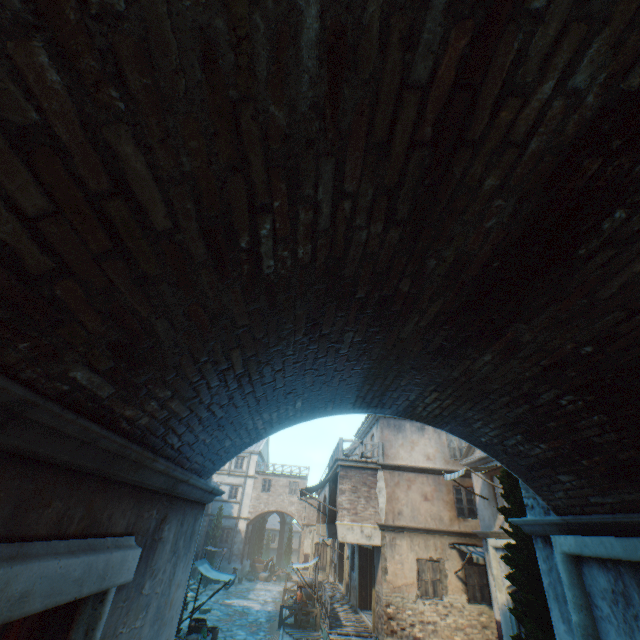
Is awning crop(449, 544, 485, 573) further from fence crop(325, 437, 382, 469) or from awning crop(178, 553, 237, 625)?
awning crop(178, 553, 237, 625)

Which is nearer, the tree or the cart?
the tree

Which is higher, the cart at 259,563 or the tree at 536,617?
Result: the tree at 536,617

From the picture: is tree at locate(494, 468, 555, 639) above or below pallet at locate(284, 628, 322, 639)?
above

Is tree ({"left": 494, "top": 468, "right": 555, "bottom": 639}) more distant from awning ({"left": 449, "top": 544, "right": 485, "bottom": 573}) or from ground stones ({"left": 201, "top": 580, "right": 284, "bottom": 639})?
ground stones ({"left": 201, "top": 580, "right": 284, "bottom": 639})

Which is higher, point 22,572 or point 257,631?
point 22,572

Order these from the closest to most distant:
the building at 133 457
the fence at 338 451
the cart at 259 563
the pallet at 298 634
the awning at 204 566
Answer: the building at 133 457, the awning at 204 566, the pallet at 298 634, the fence at 338 451, the cart at 259 563

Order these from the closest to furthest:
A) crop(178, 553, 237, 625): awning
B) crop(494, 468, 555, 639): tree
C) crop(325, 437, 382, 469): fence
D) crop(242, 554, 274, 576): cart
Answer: crop(494, 468, 555, 639): tree → crop(178, 553, 237, 625): awning → crop(325, 437, 382, 469): fence → crop(242, 554, 274, 576): cart
